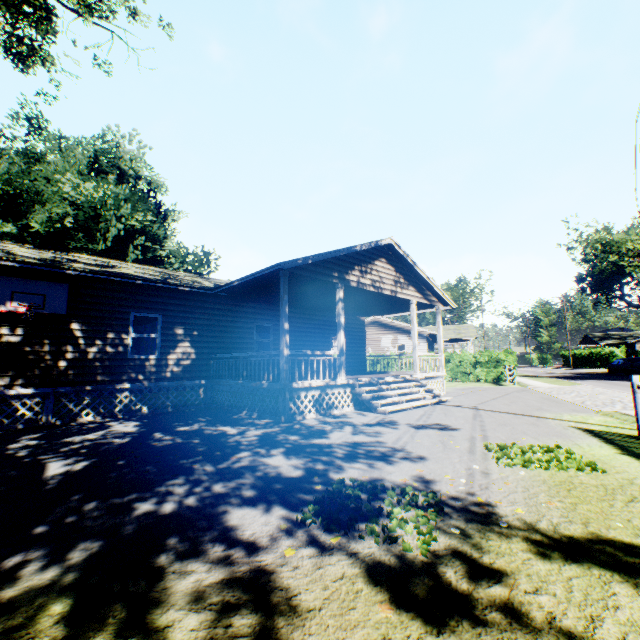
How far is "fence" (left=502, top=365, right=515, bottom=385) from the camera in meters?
20.1

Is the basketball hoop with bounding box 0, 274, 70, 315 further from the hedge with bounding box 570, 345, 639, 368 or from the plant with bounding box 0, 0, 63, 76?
the hedge with bounding box 570, 345, 639, 368

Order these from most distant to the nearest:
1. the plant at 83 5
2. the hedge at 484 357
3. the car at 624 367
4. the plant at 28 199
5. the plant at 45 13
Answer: the car at 624 367
the plant at 28 199
the hedge at 484 357
the plant at 83 5
the plant at 45 13

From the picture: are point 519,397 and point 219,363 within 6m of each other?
no

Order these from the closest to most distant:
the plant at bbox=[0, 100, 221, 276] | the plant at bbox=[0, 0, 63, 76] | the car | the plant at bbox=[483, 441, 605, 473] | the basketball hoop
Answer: the plant at bbox=[483, 441, 605, 473]
the basketball hoop
the plant at bbox=[0, 0, 63, 76]
the plant at bbox=[0, 100, 221, 276]
the car

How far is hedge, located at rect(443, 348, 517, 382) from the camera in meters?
23.6 m

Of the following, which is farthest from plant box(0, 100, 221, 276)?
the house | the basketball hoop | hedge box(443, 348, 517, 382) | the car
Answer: the car

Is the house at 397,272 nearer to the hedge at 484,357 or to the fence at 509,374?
the hedge at 484,357
